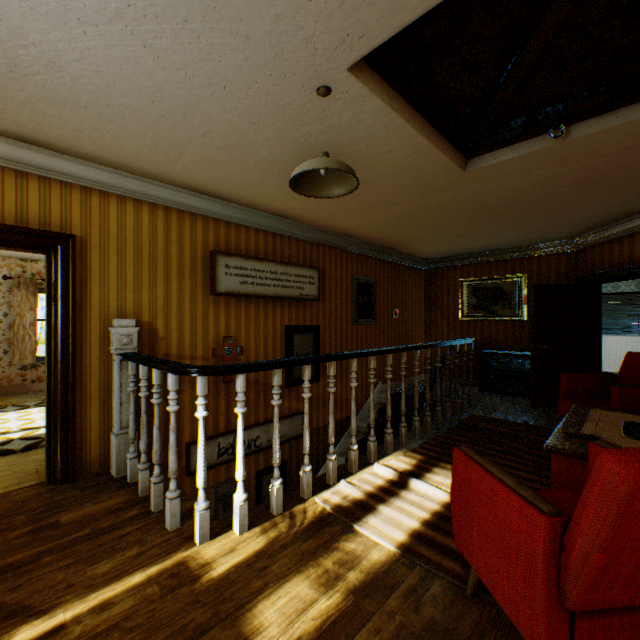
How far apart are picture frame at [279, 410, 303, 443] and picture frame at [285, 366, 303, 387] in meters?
0.4 m

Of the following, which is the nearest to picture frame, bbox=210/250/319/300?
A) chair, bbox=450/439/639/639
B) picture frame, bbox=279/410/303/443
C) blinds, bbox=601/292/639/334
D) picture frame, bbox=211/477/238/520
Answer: picture frame, bbox=279/410/303/443

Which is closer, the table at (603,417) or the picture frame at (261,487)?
the table at (603,417)

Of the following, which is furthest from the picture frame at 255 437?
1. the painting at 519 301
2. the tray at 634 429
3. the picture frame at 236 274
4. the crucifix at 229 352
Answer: the painting at 519 301

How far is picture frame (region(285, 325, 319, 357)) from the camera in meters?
5.2 m

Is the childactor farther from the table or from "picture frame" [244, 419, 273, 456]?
"picture frame" [244, 419, 273, 456]

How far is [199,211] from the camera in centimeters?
411cm

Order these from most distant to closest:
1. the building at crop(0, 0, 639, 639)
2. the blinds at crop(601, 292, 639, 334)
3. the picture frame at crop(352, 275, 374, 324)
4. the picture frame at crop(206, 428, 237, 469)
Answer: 1. the blinds at crop(601, 292, 639, 334)
2. the picture frame at crop(352, 275, 374, 324)
3. the picture frame at crop(206, 428, 237, 469)
4. the building at crop(0, 0, 639, 639)
